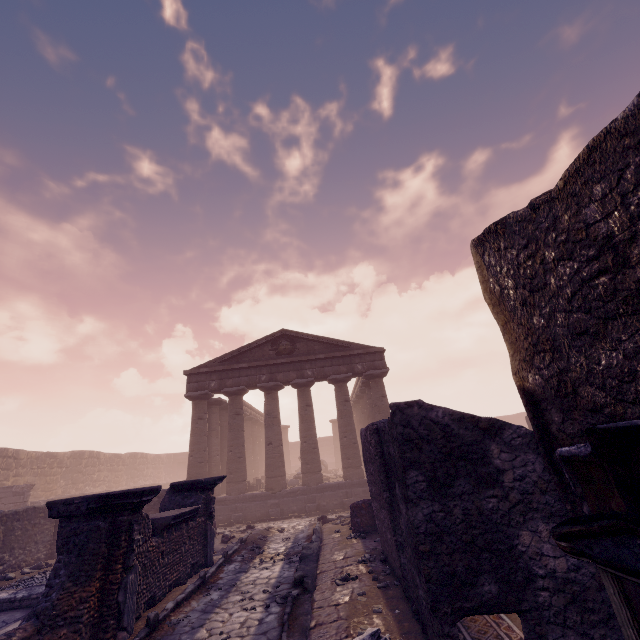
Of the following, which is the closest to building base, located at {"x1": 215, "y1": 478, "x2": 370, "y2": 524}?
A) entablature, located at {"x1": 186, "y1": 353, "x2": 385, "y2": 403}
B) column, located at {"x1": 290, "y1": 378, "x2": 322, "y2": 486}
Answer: column, located at {"x1": 290, "y1": 378, "x2": 322, "y2": 486}

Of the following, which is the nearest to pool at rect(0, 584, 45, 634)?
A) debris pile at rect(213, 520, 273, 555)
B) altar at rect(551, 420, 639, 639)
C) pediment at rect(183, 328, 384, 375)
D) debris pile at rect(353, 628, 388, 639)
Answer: debris pile at rect(213, 520, 273, 555)

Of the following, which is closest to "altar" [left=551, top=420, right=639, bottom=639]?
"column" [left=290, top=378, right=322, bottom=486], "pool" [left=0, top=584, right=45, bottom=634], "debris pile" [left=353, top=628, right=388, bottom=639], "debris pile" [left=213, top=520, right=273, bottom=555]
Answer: "debris pile" [left=353, top=628, right=388, bottom=639]

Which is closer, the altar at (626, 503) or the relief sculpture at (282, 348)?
the altar at (626, 503)

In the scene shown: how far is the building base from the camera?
15.4 meters

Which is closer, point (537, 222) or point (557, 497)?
point (537, 222)

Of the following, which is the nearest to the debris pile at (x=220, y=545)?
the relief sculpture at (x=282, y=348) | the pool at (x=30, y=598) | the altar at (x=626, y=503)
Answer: the pool at (x=30, y=598)

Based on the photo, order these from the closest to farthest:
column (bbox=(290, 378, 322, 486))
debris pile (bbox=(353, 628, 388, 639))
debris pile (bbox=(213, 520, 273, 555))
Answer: debris pile (bbox=(353, 628, 388, 639))
debris pile (bbox=(213, 520, 273, 555))
column (bbox=(290, 378, 322, 486))
